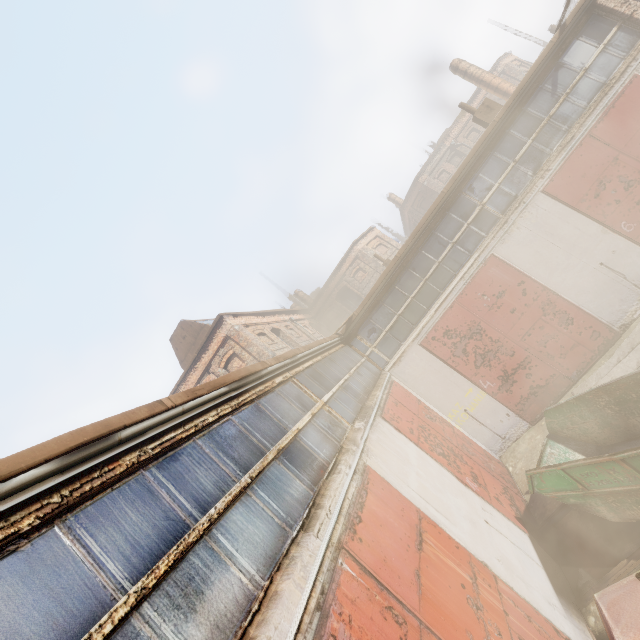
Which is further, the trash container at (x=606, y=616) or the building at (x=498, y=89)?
the building at (x=498, y=89)

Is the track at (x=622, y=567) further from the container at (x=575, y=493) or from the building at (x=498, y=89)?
the building at (x=498, y=89)

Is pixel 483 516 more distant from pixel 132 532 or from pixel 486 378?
pixel 132 532

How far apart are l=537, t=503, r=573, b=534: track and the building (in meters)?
22.53

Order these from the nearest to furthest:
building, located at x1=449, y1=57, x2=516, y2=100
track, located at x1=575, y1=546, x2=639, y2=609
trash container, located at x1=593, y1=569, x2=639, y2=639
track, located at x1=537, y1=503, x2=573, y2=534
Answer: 1. trash container, located at x1=593, y1=569, x2=639, y2=639
2. track, located at x1=575, y1=546, x2=639, y2=609
3. track, located at x1=537, y1=503, x2=573, y2=534
4. building, located at x1=449, y1=57, x2=516, y2=100

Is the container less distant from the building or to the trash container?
the trash container

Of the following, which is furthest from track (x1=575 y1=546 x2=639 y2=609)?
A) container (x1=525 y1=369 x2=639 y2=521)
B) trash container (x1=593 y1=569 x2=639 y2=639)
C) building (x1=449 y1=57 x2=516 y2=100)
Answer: building (x1=449 y1=57 x2=516 y2=100)

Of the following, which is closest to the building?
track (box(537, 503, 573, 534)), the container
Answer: the container
